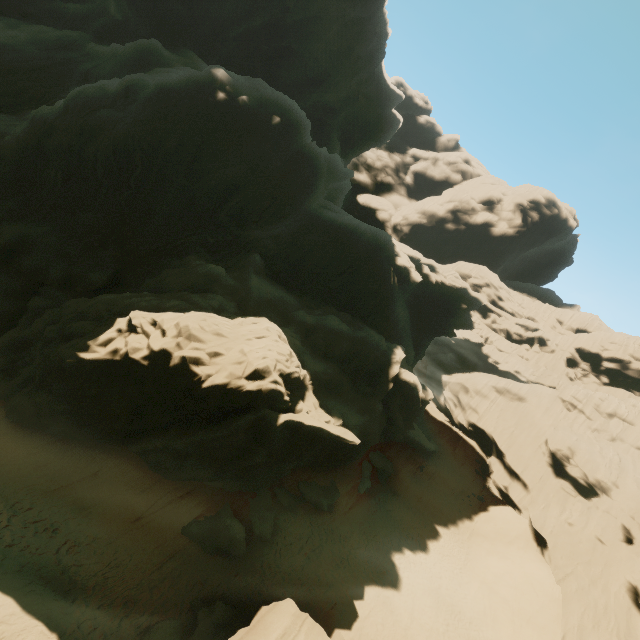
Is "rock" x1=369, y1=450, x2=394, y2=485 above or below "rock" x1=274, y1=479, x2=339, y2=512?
above

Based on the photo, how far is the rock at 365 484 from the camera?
27.84m

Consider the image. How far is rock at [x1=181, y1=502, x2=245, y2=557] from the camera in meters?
17.5 m

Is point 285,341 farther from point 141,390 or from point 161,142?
point 161,142

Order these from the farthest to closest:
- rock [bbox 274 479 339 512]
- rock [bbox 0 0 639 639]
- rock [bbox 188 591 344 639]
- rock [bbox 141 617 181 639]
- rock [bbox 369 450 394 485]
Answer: rock [bbox 369 450 394 485] → rock [bbox 274 479 339 512] → rock [bbox 0 0 639 639] → rock [bbox 141 617 181 639] → rock [bbox 188 591 344 639]

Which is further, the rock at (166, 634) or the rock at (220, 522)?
the rock at (220, 522)
